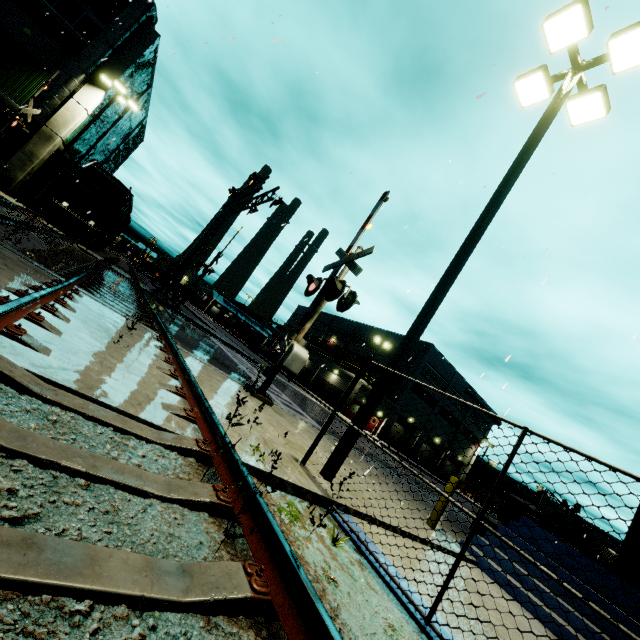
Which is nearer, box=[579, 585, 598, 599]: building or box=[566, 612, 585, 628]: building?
box=[566, 612, 585, 628]: building

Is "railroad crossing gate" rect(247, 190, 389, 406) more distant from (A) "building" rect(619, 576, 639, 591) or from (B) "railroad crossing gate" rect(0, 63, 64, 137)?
(B) "railroad crossing gate" rect(0, 63, 64, 137)

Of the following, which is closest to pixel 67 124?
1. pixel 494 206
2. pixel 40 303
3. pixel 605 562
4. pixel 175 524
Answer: pixel 40 303

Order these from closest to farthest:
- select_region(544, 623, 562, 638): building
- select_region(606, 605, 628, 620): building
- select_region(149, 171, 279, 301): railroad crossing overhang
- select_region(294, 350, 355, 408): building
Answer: select_region(544, 623, 562, 638): building → select_region(606, 605, 628, 620): building → select_region(149, 171, 279, 301): railroad crossing overhang → select_region(294, 350, 355, 408): building

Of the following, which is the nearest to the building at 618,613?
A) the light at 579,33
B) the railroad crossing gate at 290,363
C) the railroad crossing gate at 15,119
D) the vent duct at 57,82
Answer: the vent duct at 57,82

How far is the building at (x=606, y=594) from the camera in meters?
6.5

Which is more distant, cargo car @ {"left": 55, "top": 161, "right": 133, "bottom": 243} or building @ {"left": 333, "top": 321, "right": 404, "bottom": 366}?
building @ {"left": 333, "top": 321, "right": 404, "bottom": 366}

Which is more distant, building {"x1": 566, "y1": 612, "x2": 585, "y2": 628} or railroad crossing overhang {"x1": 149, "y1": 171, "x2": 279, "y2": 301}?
railroad crossing overhang {"x1": 149, "y1": 171, "x2": 279, "y2": 301}
